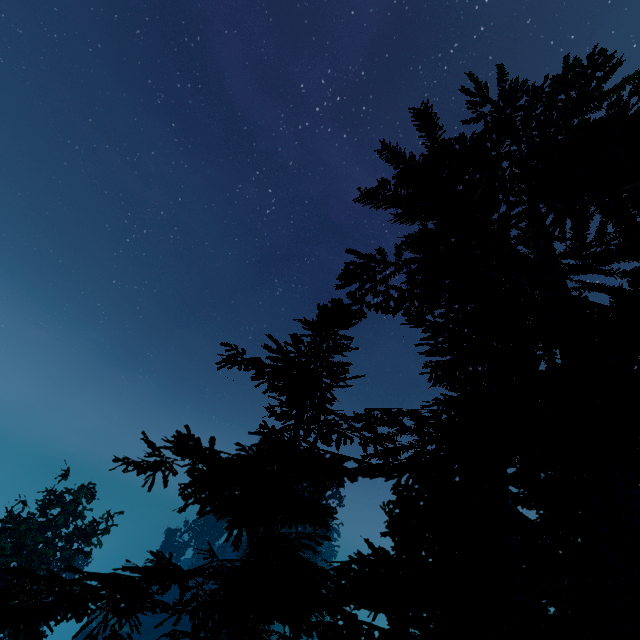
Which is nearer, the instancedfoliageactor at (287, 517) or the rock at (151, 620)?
the instancedfoliageactor at (287, 517)

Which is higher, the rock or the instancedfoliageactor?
the instancedfoliageactor

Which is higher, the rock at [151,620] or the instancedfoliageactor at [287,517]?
the instancedfoliageactor at [287,517]

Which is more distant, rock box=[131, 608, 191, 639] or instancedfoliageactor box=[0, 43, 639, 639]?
rock box=[131, 608, 191, 639]

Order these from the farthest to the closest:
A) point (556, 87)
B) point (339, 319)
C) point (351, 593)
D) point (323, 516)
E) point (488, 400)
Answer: point (556, 87) → point (488, 400) → point (351, 593) → point (339, 319) → point (323, 516)
